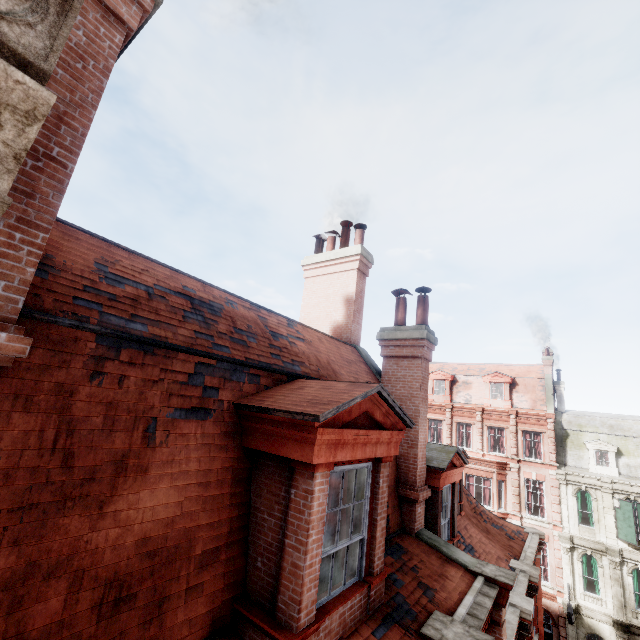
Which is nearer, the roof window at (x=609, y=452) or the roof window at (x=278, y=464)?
the roof window at (x=278, y=464)

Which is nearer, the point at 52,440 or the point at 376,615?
the point at 52,440

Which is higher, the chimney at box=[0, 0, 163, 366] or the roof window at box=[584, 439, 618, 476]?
the chimney at box=[0, 0, 163, 366]

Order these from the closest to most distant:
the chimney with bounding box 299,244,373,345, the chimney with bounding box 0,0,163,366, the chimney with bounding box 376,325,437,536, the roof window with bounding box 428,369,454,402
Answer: the chimney with bounding box 0,0,163,366, the chimney with bounding box 376,325,437,536, the chimney with bounding box 299,244,373,345, the roof window with bounding box 428,369,454,402

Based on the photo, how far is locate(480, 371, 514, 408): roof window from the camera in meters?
27.9

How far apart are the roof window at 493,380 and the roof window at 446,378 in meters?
2.5 m

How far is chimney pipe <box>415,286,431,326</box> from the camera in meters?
8.0 m

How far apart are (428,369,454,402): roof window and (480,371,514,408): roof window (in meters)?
2.46
